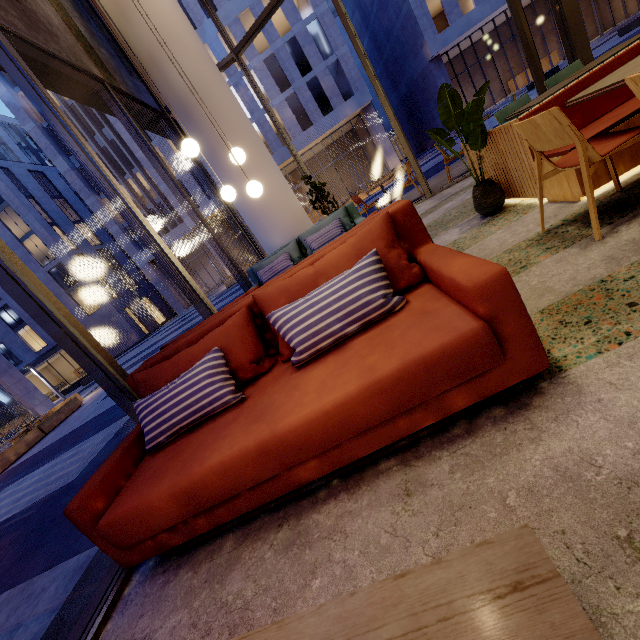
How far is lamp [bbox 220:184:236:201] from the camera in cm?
401

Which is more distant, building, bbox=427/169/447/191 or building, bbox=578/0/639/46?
building, bbox=578/0/639/46

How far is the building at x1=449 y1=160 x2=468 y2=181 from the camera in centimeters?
699cm

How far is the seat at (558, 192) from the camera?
2.56m

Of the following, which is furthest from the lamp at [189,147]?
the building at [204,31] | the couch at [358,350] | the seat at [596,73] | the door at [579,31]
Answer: the building at [204,31]

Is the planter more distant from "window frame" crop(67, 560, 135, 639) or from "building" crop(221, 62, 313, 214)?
"building" crop(221, 62, 313, 214)

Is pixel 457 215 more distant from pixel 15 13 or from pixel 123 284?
pixel 123 284

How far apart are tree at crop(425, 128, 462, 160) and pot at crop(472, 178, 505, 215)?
0.0m
